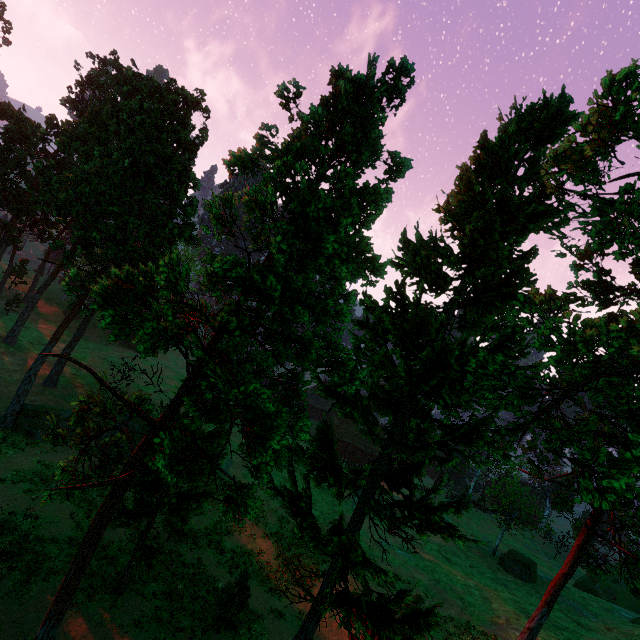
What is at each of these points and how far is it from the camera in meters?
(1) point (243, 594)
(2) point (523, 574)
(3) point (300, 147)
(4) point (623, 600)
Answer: (1) treerock, 17.4 m
(2) treerock, 38.0 m
(3) treerock, 9.7 m
(4) rock, 39.5 m

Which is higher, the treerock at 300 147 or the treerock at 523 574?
the treerock at 300 147

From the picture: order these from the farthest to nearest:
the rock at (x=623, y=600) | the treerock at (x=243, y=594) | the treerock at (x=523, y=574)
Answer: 1. the rock at (x=623, y=600)
2. the treerock at (x=523, y=574)
3. the treerock at (x=243, y=594)

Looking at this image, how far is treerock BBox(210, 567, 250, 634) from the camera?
17.1m

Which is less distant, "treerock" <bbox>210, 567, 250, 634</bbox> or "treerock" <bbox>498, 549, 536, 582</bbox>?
"treerock" <bbox>210, 567, 250, 634</bbox>
